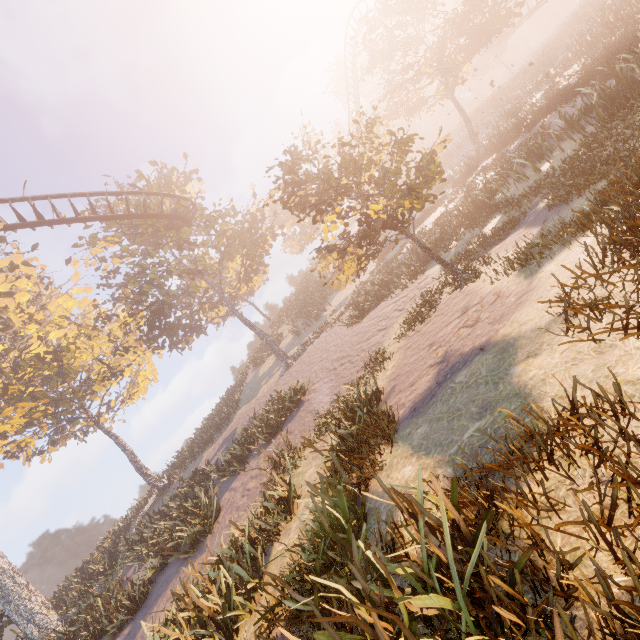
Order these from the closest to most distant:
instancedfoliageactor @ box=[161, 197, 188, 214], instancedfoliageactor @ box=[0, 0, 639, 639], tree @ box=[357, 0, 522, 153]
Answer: instancedfoliageactor @ box=[0, 0, 639, 639]
instancedfoliageactor @ box=[161, 197, 188, 214]
tree @ box=[357, 0, 522, 153]

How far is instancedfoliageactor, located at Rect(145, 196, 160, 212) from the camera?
22.0m

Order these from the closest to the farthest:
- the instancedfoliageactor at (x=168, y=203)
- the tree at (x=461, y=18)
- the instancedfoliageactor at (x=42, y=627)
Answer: the instancedfoliageactor at (x=42, y=627)
the instancedfoliageactor at (x=168, y=203)
the tree at (x=461, y=18)

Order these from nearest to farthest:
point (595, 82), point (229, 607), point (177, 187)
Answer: point (229, 607) → point (595, 82) → point (177, 187)

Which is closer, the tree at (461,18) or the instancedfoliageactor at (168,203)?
the instancedfoliageactor at (168,203)

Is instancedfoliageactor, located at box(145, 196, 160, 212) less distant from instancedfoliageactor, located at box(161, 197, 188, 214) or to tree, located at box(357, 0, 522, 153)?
instancedfoliageactor, located at box(161, 197, 188, 214)
